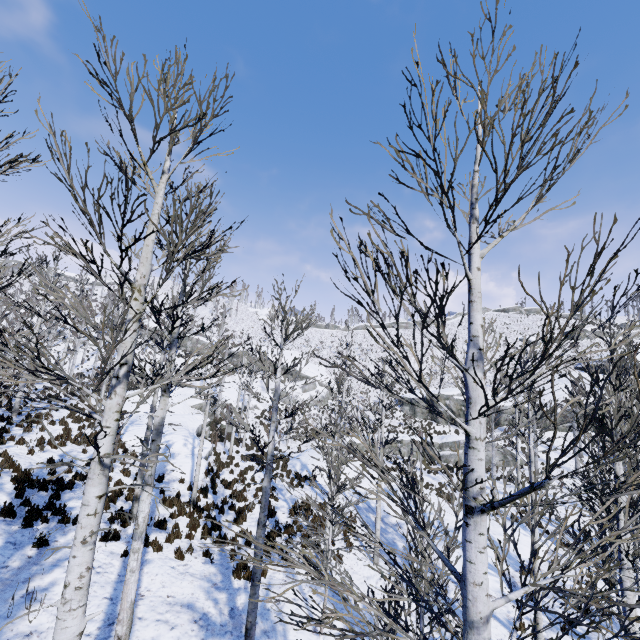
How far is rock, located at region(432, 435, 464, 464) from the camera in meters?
31.1

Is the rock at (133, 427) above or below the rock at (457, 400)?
below

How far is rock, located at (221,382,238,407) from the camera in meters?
38.8 m

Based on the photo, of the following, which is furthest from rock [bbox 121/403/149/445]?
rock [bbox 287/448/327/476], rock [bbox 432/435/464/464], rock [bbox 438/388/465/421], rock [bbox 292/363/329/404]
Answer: rock [bbox 438/388/465/421]

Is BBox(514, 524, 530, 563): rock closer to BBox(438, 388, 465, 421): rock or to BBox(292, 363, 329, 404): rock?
BBox(292, 363, 329, 404): rock

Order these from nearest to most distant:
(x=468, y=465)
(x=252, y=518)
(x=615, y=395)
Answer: (x=468, y=465), (x=252, y=518), (x=615, y=395)

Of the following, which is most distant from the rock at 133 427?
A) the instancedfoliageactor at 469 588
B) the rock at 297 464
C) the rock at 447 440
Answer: the rock at 447 440

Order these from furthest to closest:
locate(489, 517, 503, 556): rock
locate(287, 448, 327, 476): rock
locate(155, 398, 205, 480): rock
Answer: locate(287, 448, 327, 476): rock, locate(155, 398, 205, 480): rock, locate(489, 517, 503, 556): rock
